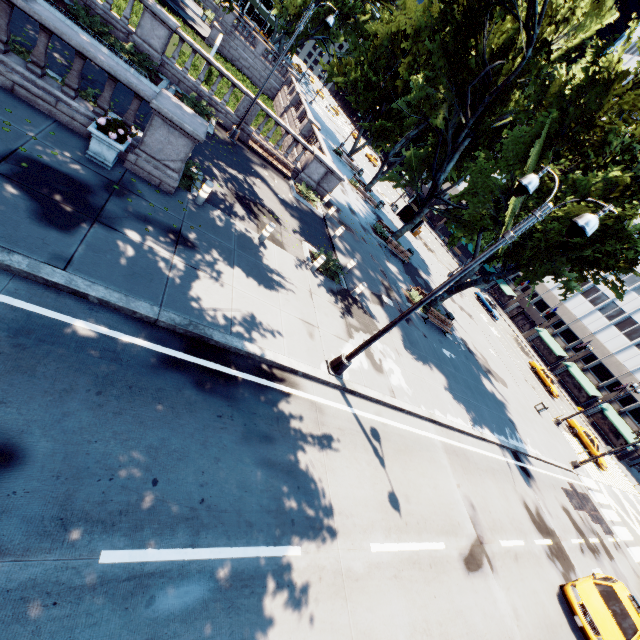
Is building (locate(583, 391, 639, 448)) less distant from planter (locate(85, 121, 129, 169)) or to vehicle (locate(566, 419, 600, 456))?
vehicle (locate(566, 419, 600, 456))

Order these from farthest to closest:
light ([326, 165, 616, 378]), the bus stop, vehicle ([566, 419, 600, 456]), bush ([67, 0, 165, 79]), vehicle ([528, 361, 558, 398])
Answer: the bus stop
vehicle ([528, 361, 558, 398])
vehicle ([566, 419, 600, 456])
bush ([67, 0, 165, 79])
light ([326, 165, 616, 378])

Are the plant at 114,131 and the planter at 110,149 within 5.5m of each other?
yes

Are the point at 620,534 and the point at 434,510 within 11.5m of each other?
no

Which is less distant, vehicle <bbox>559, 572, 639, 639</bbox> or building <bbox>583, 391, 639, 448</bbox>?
vehicle <bbox>559, 572, 639, 639</bbox>

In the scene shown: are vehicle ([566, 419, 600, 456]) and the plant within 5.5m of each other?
no

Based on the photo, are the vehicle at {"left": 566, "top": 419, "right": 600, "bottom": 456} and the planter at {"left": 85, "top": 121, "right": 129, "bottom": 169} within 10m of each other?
no

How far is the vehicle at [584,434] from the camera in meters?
32.5 m
